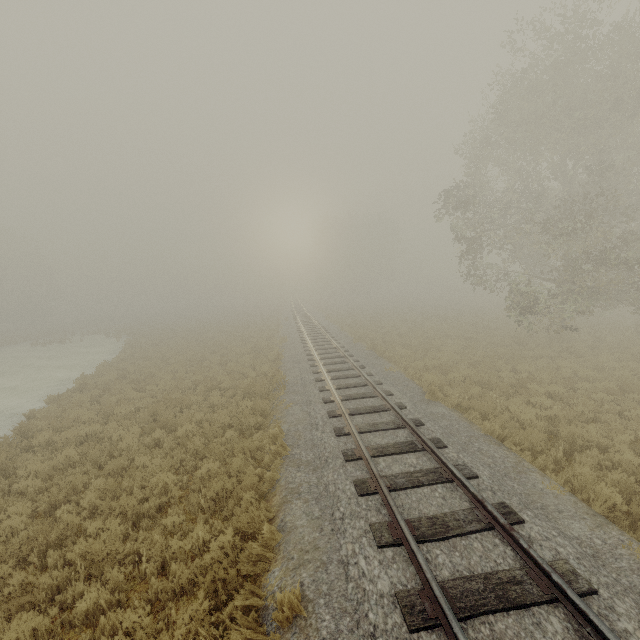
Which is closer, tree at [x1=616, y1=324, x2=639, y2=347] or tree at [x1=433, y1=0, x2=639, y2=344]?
tree at [x1=433, y1=0, x2=639, y2=344]

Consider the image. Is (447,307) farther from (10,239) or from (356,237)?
(10,239)

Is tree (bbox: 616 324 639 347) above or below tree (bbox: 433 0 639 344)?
below

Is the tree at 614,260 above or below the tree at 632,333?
above

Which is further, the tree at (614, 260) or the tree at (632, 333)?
the tree at (632, 333)
